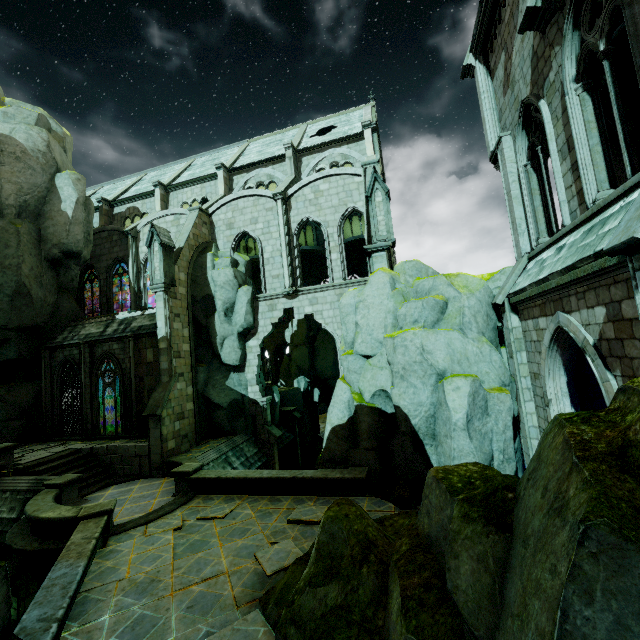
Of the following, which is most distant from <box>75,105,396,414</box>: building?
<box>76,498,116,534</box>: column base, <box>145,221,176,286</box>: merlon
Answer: <box>76,498,116,534</box>: column base

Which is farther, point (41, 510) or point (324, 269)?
point (324, 269)

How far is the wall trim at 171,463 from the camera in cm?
1496

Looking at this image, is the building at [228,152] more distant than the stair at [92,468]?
Yes

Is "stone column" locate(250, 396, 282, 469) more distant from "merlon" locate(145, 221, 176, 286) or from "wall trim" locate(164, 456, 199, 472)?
"merlon" locate(145, 221, 176, 286)

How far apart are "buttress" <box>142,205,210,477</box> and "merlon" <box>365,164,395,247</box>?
11.0 meters

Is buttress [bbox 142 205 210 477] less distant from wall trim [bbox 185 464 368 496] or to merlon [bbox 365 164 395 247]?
wall trim [bbox 185 464 368 496]

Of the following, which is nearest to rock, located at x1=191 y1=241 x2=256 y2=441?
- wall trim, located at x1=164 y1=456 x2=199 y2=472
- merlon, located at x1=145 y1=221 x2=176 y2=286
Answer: merlon, located at x1=145 y1=221 x2=176 y2=286
